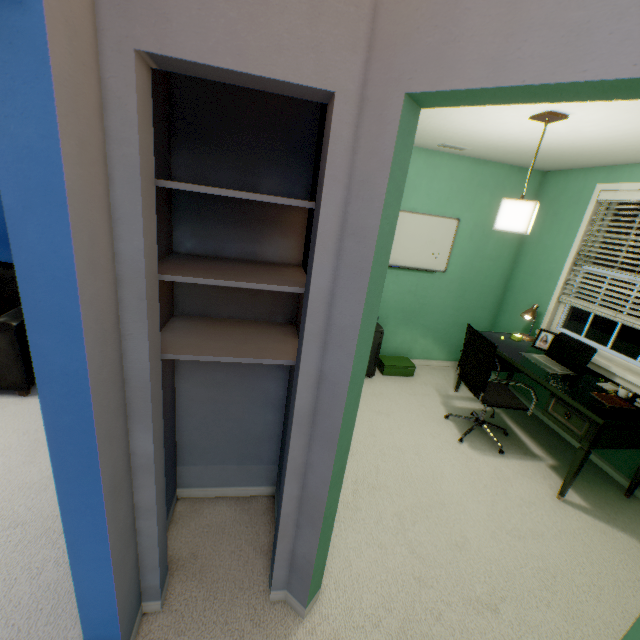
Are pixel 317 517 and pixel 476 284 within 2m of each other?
no

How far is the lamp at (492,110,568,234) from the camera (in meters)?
1.91

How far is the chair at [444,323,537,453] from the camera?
2.6 meters

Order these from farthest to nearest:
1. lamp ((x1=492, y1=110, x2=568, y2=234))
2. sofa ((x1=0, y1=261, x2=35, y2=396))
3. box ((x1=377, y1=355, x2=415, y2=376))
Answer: box ((x1=377, y1=355, x2=415, y2=376))
sofa ((x1=0, y1=261, x2=35, y2=396))
lamp ((x1=492, y1=110, x2=568, y2=234))

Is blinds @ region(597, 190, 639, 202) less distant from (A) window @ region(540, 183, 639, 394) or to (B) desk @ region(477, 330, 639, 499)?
(A) window @ region(540, 183, 639, 394)

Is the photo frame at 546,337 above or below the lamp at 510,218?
below

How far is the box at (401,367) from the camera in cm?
383

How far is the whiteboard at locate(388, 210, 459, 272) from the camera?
3.56m
